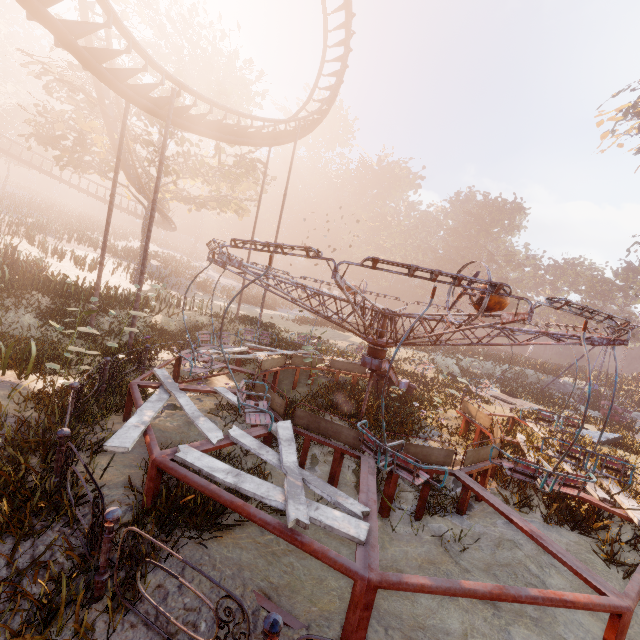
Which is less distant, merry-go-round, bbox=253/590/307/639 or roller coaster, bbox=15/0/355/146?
merry-go-round, bbox=253/590/307/639

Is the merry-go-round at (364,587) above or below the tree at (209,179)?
below

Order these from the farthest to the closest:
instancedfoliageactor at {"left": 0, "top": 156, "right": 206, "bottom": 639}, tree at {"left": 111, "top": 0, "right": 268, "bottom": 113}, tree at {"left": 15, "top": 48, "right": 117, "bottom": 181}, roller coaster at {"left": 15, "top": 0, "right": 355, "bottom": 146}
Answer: tree at {"left": 111, "top": 0, "right": 268, "bottom": 113}, tree at {"left": 15, "top": 48, "right": 117, "bottom": 181}, roller coaster at {"left": 15, "top": 0, "right": 355, "bottom": 146}, instancedfoliageactor at {"left": 0, "top": 156, "right": 206, "bottom": 639}

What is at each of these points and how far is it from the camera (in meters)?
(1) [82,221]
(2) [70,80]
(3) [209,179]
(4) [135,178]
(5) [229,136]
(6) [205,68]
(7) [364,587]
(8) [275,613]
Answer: (1) instancedfoliageactor, 41.72
(2) tree, 19.05
(3) tree, 26.27
(4) roller coaster, 22.00
(5) roller coaster, 15.17
(6) tree, 20.30
(7) merry-go-round, 3.28
(8) merry-go-round, 2.65

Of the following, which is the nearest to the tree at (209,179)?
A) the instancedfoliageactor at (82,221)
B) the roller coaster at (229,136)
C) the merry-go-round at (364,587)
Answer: the roller coaster at (229,136)

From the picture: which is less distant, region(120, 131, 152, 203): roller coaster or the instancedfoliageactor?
the instancedfoliageactor

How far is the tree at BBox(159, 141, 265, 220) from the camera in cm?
2255

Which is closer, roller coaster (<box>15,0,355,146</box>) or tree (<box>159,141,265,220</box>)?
roller coaster (<box>15,0,355,146</box>)
